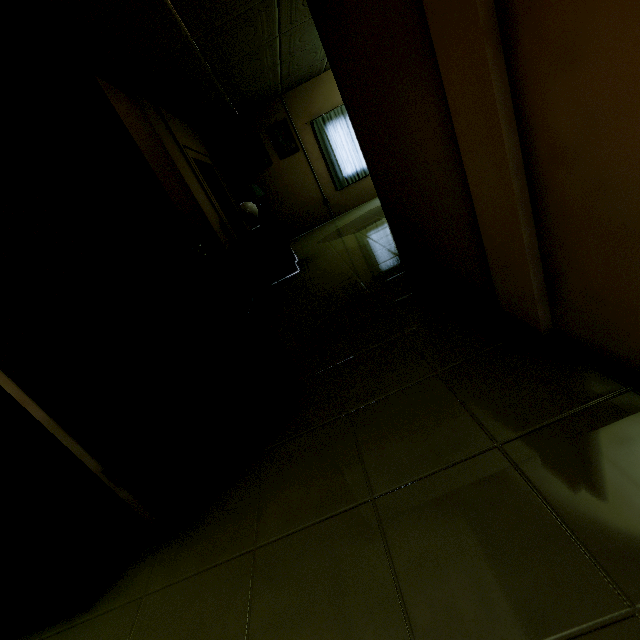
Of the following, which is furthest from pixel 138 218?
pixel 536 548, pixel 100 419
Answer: pixel 536 548

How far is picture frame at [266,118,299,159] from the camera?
7.1 meters

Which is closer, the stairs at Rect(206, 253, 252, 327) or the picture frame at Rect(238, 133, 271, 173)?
the stairs at Rect(206, 253, 252, 327)

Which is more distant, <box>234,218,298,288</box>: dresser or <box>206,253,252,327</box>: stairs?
<box>234,218,298,288</box>: dresser

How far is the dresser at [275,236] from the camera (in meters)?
4.60

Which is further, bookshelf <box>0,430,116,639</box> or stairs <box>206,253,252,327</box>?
stairs <box>206,253,252,327</box>

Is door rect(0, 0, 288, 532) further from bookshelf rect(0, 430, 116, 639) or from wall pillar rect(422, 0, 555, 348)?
wall pillar rect(422, 0, 555, 348)

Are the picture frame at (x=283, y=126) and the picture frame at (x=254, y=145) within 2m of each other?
yes
